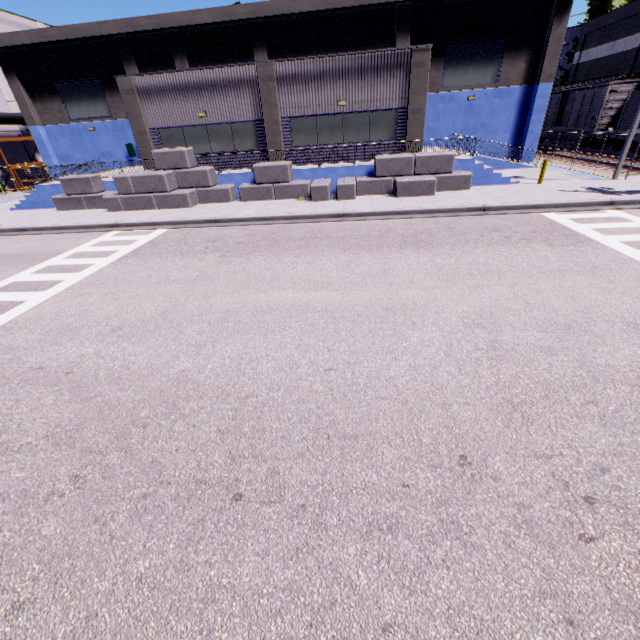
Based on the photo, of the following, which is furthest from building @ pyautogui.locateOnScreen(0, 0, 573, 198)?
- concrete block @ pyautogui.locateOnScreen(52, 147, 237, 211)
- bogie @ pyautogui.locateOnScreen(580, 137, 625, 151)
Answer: bogie @ pyautogui.locateOnScreen(580, 137, 625, 151)

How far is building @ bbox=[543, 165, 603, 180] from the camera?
18.2 meters

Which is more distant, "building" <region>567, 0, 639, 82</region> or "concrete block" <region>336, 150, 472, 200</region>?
"building" <region>567, 0, 639, 82</region>

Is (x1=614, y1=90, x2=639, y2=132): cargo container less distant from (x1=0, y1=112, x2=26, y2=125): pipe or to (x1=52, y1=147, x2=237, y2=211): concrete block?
(x1=52, y1=147, x2=237, y2=211): concrete block

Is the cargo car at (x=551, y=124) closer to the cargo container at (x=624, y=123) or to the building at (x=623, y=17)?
the cargo container at (x=624, y=123)

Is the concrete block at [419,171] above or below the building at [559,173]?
above

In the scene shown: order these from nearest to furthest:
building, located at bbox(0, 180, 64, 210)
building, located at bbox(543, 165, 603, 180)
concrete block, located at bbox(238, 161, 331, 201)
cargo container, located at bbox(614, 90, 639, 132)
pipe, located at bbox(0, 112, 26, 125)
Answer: concrete block, located at bbox(238, 161, 331, 201)
building, located at bbox(543, 165, 603, 180)
building, located at bbox(0, 180, 64, 210)
cargo container, located at bbox(614, 90, 639, 132)
pipe, located at bbox(0, 112, 26, 125)

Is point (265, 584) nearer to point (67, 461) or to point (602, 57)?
point (67, 461)
